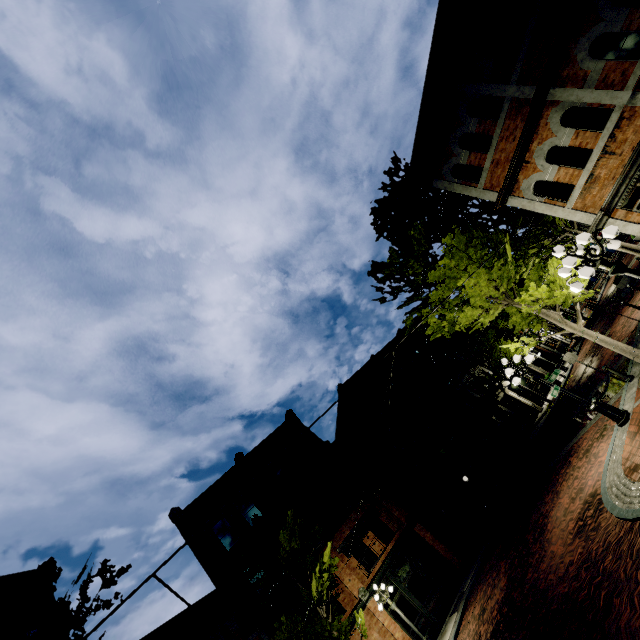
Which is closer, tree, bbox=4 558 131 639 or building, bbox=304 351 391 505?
tree, bbox=4 558 131 639

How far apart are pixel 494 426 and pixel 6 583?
30.4m

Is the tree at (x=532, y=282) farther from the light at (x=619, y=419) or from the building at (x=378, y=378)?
the light at (x=619, y=419)

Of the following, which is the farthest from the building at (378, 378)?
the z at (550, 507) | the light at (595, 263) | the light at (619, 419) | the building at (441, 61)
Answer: the building at (441, 61)

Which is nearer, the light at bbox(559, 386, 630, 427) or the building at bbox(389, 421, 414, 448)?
the light at bbox(559, 386, 630, 427)

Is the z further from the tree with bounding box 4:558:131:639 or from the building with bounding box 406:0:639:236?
the building with bounding box 406:0:639:236

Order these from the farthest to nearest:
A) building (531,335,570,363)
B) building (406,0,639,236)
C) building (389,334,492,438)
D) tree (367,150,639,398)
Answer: building (531,335,570,363) → building (389,334,492,438) → tree (367,150,639,398) → building (406,0,639,236)

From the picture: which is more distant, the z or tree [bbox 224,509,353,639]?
tree [bbox 224,509,353,639]
